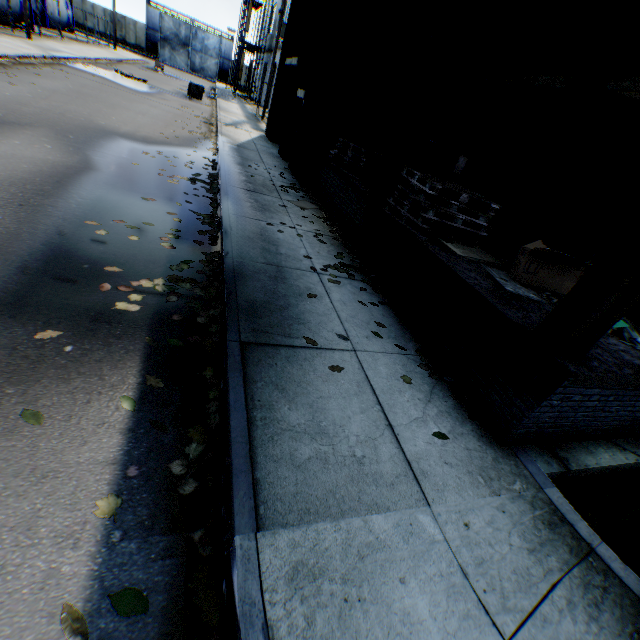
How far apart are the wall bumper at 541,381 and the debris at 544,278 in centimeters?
130cm

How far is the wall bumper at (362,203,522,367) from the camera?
3.3 meters

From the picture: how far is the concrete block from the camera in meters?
21.6

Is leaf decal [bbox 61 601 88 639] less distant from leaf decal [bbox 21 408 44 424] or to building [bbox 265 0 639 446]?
leaf decal [bbox 21 408 44 424]

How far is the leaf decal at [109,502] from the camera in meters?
1.9

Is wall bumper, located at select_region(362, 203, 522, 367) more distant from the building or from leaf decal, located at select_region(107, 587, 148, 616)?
leaf decal, located at select_region(107, 587, 148, 616)

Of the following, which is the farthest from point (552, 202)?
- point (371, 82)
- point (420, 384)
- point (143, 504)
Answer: point (143, 504)

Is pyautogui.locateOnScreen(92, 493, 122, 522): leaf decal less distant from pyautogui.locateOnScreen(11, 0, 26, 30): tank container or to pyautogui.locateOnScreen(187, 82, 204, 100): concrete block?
pyautogui.locateOnScreen(11, 0, 26, 30): tank container
